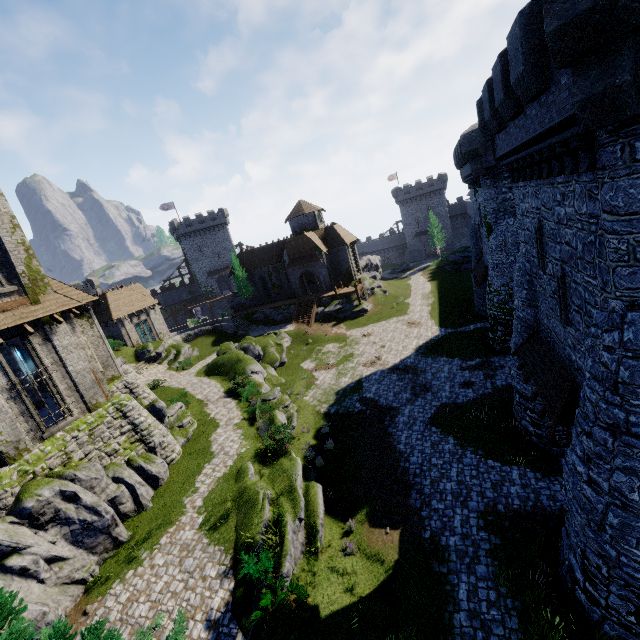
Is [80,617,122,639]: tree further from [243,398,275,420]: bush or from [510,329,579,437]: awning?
[243,398,275,420]: bush

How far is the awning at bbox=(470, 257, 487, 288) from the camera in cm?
2811

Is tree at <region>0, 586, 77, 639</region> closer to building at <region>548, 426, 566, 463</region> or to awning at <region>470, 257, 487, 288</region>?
building at <region>548, 426, 566, 463</region>

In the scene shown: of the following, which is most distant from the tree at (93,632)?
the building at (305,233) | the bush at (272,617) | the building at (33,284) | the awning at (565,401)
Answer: the building at (305,233)

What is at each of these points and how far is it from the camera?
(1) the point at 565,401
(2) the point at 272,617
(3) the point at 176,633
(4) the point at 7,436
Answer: (1) awning, 10.9m
(2) bush, 10.7m
(3) tree, 8.9m
(4) building, 14.2m

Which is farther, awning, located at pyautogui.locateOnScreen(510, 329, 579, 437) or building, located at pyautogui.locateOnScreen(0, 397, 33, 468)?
building, located at pyautogui.locateOnScreen(0, 397, 33, 468)

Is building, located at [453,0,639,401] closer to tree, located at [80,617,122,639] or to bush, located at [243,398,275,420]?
tree, located at [80,617,122,639]

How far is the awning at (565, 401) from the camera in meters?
10.8 m
